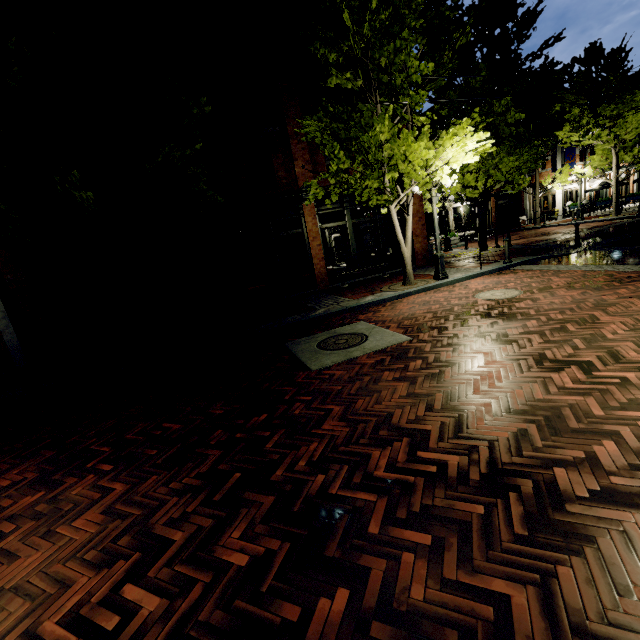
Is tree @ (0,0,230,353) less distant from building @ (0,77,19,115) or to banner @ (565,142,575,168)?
building @ (0,77,19,115)

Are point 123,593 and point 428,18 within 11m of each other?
no

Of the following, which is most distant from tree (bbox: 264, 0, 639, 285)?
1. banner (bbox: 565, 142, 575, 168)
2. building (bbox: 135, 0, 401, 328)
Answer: banner (bbox: 565, 142, 575, 168)

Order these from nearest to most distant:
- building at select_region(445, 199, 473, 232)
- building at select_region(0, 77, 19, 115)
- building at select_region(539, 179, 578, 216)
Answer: building at select_region(0, 77, 19, 115)
building at select_region(539, 179, 578, 216)
building at select_region(445, 199, 473, 232)

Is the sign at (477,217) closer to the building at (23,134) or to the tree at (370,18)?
the tree at (370,18)

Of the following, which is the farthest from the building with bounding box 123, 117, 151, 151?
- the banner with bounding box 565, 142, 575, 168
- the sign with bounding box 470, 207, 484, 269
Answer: the sign with bounding box 470, 207, 484, 269

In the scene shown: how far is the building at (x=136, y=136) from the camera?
10.6m

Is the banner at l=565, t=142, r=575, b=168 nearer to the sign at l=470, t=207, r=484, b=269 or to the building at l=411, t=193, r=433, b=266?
the building at l=411, t=193, r=433, b=266
